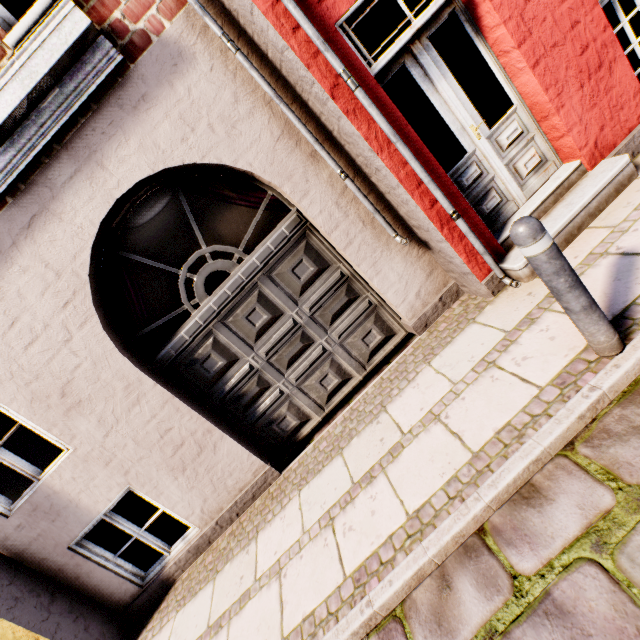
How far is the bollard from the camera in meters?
1.8 m

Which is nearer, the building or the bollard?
the bollard

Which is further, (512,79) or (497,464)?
(512,79)

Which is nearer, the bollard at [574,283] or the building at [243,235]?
the bollard at [574,283]

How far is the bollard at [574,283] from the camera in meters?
1.8
